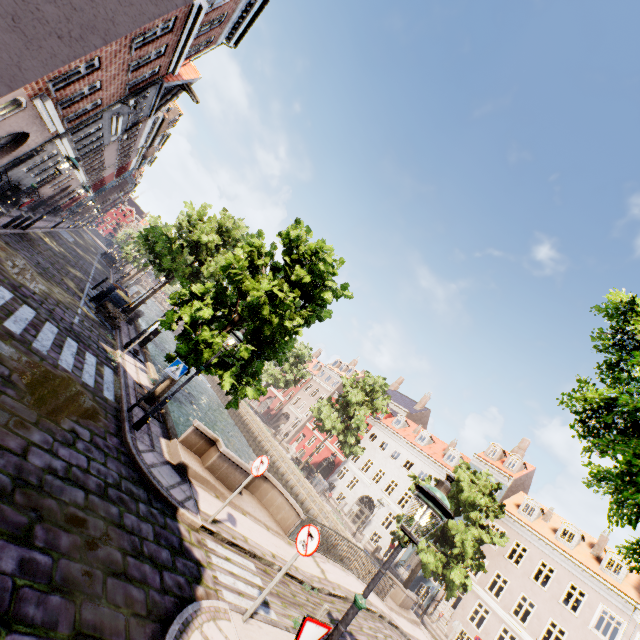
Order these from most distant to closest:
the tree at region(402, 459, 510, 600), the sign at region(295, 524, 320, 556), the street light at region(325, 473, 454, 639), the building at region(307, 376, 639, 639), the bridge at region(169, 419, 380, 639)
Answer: the building at region(307, 376, 639, 639), the tree at region(402, 459, 510, 600), the bridge at region(169, 419, 380, 639), the sign at region(295, 524, 320, 556), the street light at region(325, 473, 454, 639)

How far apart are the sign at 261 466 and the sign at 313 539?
1.91m

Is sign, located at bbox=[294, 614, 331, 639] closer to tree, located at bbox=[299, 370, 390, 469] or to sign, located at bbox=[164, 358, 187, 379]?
tree, located at bbox=[299, 370, 390, 469]

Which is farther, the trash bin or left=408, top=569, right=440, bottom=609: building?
left=408, top=569, right=440, bottom=609: building

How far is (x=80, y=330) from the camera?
11.53m

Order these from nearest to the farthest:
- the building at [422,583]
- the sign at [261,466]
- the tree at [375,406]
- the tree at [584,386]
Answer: the tree at [584,386], the sign at [261,466], the building at [422,583], the tree at [375,406]

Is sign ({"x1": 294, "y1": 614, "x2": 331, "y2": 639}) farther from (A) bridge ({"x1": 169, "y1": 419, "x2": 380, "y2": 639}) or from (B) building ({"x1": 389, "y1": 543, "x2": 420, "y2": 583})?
(B) building ({"x1": 389, "y1": 543, "x2": 420, "y2": 583})

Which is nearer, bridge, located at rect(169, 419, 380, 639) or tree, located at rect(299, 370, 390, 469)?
bridge, located at rect(169, 419, 380, 639)
